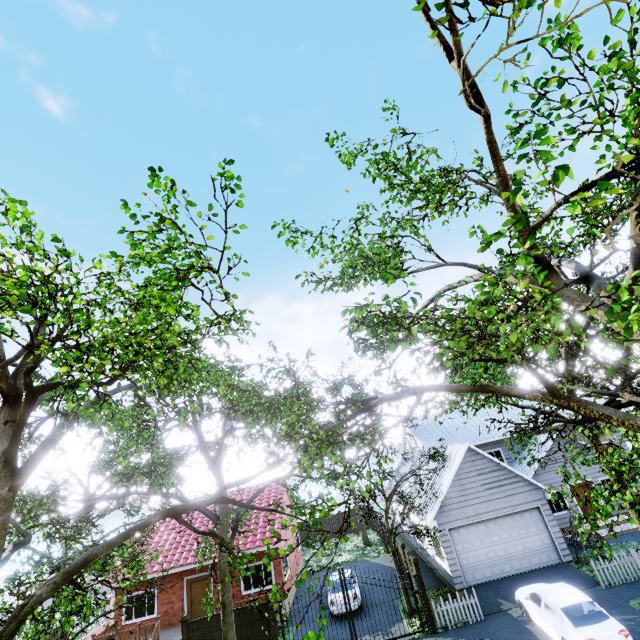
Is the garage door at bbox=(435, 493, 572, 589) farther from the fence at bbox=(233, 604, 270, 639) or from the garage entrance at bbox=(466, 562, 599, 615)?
the fence at bbox=(233, 604, 270, 639)

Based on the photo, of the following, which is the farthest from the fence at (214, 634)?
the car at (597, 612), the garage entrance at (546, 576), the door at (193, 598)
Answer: the door at (193, 598)

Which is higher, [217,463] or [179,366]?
[179,366]

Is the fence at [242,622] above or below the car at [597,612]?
above

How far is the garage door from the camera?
15.9m

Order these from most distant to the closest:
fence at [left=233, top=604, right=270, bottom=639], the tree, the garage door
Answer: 1. the garage door
2. fence at [left=233, top=604, right=270, bottom=639]
3. the tree

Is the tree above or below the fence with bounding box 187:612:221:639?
above

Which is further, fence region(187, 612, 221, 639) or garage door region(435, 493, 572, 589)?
garage door region(435, 493, 572, 589)
